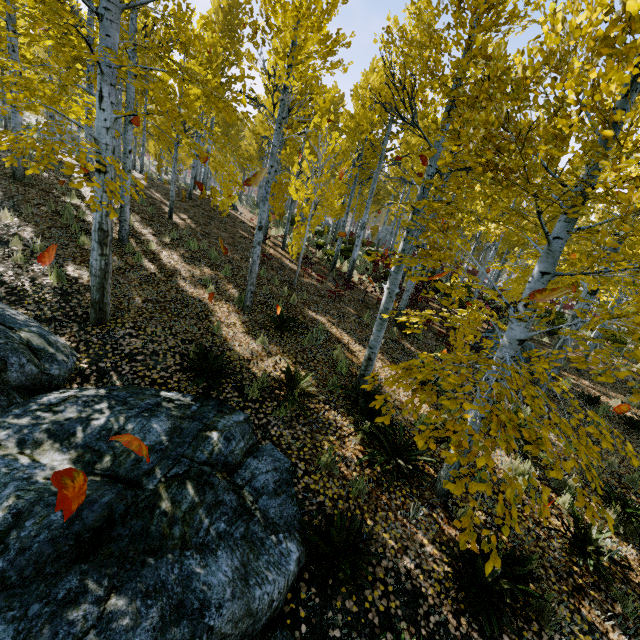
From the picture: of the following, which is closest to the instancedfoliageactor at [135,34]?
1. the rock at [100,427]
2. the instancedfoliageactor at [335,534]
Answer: the rock at [100,427]

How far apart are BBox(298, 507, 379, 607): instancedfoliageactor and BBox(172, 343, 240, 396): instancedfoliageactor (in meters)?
3.02

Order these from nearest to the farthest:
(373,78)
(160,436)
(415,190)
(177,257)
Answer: (160,436)
(177,257)
(373,78)
(415,190)

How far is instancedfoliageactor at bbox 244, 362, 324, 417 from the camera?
5.4m

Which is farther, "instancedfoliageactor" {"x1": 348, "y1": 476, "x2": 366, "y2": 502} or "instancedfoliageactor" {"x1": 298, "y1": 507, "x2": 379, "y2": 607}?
"instancedfoliageactor" {"x1": 348, "y1": 476, "x2": 366, "y2": 502}

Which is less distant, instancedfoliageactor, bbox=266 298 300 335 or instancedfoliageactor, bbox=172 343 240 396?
instancedfoliageactor, bbox=172 343 240 396

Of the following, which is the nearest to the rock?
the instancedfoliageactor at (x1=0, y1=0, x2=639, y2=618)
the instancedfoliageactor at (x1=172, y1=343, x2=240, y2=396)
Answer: the instancedfoliageactor at (x1=0, y1=0, x2=639, y2=618)

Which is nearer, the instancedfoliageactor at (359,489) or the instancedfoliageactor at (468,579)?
the instancedfoliageactor at (468,579)
